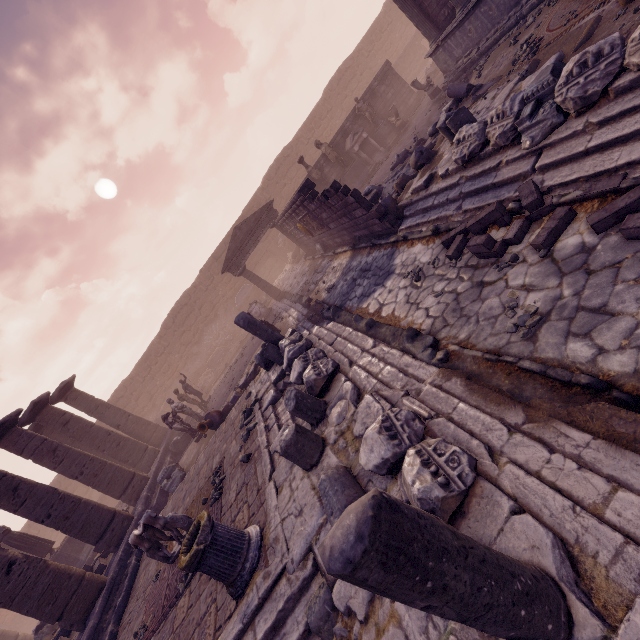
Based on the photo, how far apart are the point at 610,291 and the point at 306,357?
4.9m

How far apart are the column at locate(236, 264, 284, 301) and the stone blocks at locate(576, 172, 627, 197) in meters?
14.9 m

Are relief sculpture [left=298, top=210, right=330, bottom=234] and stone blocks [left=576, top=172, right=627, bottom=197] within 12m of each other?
yes

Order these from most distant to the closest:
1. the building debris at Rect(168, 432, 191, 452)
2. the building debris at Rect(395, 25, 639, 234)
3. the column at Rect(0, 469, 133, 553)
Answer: the building debris at Rect(168, 432, 191, 452)
the column at Rect(0, 469, 133, 553)
the building debris at Rect(395, 25, 639, 234)

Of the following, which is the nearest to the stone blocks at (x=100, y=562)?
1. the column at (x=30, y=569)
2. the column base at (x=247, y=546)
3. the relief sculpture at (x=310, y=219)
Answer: the column at (x=30, y=569)

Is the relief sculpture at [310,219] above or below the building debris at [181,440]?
above

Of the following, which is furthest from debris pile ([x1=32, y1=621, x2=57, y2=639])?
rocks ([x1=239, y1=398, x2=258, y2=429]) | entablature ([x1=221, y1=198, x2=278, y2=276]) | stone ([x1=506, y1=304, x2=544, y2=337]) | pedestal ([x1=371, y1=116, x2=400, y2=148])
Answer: pedestal ([x1=371, y1=116, x2=400, y2=148])

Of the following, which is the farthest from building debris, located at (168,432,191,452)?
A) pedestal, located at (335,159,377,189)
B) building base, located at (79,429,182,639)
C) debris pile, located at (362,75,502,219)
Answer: pedestal, located at (335,159,377,189)
